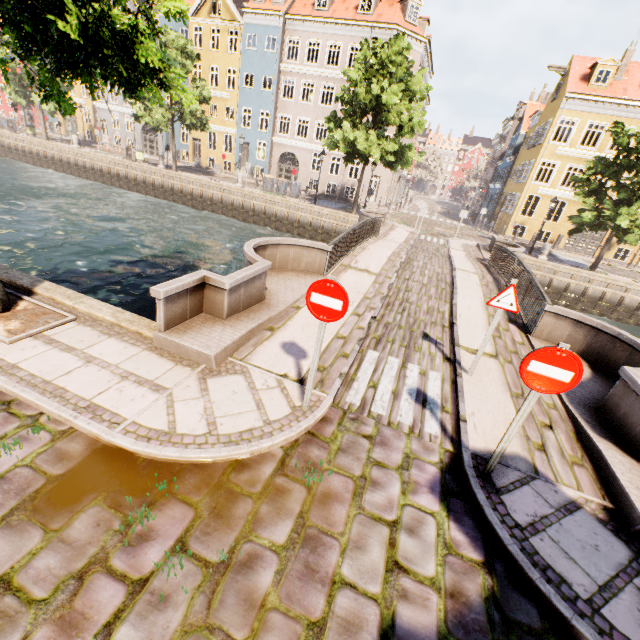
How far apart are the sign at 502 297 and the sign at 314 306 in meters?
3.2

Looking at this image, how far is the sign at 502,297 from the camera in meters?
5.4

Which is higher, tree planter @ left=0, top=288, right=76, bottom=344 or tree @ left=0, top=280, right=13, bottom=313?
tree @ left=0, top=280, right=13, bottom=313

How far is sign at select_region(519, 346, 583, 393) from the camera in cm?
316

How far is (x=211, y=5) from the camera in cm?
3000

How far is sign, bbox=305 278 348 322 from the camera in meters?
3.7 m

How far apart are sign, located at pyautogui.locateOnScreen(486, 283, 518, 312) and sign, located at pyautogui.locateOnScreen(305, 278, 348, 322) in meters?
3.2 m

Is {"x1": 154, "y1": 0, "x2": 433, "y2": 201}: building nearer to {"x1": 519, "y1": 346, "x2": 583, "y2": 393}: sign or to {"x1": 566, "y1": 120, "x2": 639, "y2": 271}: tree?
{"x1": 566, "y1": 120, "x2": 639, "y2": 271}: tree
